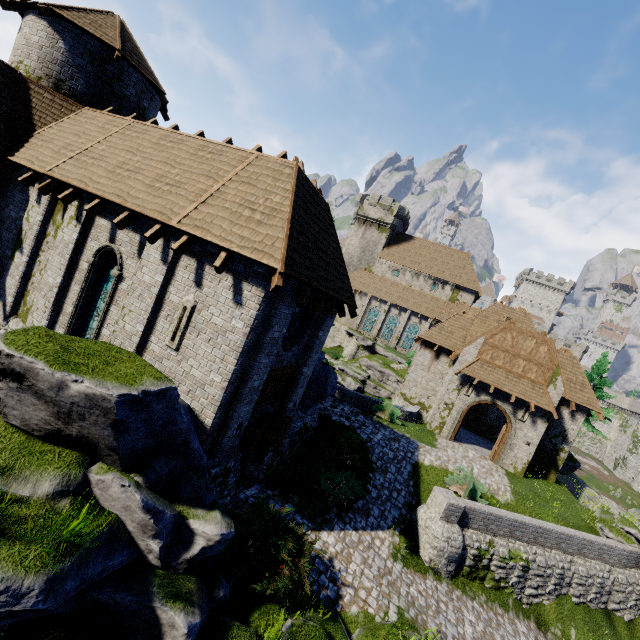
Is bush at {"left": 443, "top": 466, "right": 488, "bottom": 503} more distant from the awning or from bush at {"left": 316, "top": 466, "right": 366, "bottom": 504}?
the awning

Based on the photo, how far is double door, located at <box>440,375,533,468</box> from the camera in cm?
2112

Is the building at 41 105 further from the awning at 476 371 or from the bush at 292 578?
the awning at 476 371

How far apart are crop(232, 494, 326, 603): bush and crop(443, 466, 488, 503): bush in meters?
8.9 m

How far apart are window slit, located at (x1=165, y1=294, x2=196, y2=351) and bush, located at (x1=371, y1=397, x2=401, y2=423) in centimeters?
1474cm

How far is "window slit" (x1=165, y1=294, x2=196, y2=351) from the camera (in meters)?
8.55

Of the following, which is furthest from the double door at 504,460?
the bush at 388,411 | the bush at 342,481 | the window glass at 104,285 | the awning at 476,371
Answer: the window glass at 104,285

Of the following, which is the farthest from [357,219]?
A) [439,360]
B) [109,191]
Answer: [109,191]
